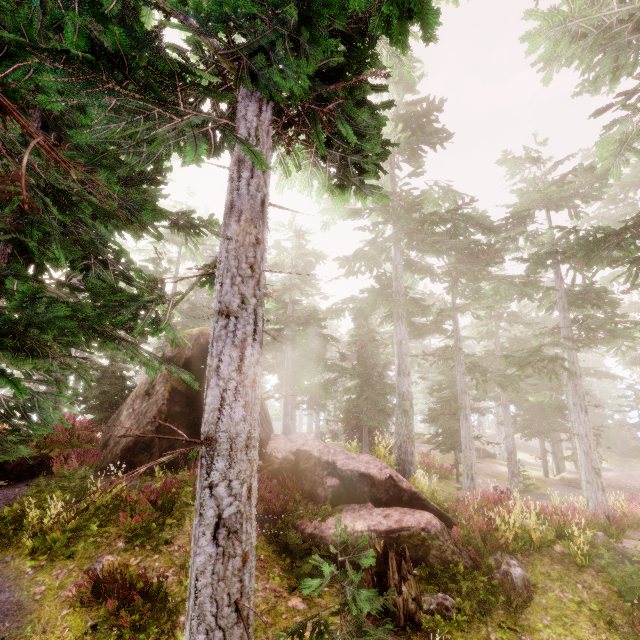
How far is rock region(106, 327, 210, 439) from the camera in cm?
1158

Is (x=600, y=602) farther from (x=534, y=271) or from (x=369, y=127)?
(x=534, y=271)

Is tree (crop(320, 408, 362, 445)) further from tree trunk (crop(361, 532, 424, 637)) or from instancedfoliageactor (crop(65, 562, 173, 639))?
tree trunk (crop(361, 532, 424, 637))

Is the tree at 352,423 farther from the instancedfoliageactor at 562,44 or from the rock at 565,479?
the rock at 565,479

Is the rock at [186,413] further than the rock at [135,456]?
Yes

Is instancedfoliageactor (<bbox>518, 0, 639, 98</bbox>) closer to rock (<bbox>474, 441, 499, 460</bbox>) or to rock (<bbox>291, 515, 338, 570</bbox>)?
rock (<bbox>291, 515, 338, 570</bbox>)

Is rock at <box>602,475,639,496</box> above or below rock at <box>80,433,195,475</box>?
below

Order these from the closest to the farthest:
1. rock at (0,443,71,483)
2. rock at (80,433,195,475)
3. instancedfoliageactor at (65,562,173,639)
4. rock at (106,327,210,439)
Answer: instancedfoliageactor at (65,562,173,639) → rock at (0,443,71,483) → rock at (80,433,195,475) → rock at (106,327,210,439)
